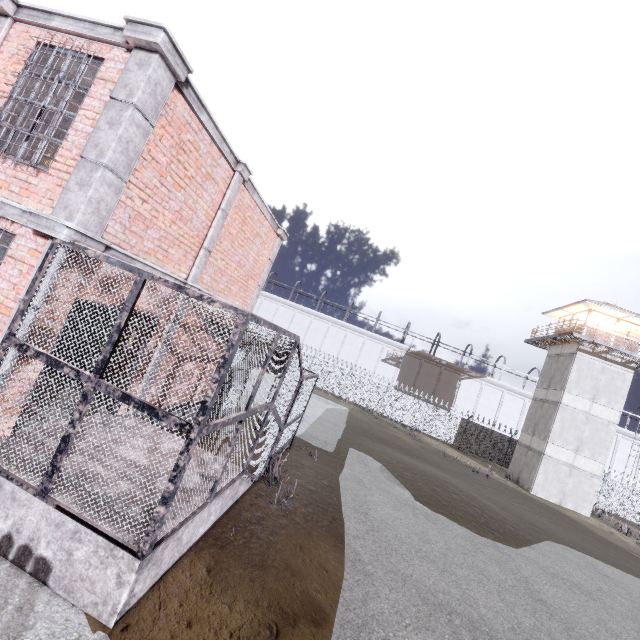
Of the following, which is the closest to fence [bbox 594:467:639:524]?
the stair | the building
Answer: the building

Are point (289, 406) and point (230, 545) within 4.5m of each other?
yes

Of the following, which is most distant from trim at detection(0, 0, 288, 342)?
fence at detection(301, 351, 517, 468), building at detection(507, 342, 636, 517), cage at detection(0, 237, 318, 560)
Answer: building at detection(507, 342, 636, 517)

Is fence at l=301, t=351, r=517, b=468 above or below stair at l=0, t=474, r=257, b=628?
above

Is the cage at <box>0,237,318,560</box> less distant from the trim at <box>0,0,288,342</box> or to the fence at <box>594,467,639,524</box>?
the trim at <box>0,0,288,342</box>

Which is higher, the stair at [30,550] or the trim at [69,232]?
the trim at [69,232]

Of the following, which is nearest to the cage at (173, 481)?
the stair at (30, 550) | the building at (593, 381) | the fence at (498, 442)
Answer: the stair at (30, 550)

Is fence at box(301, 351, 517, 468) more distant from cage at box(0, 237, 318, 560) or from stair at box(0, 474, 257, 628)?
stair at box(0, 474, 257, 628)
